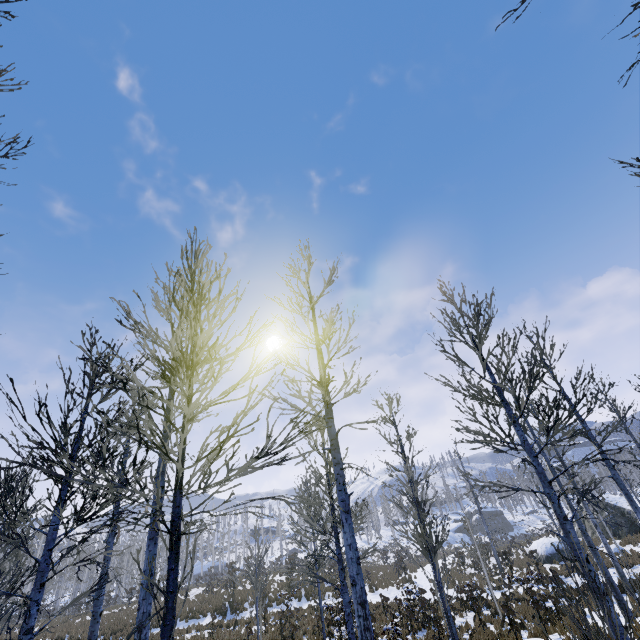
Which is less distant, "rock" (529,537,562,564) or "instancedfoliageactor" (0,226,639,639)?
"instancedfoliageactor" (0,226,639,639)

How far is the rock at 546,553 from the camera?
24.73m

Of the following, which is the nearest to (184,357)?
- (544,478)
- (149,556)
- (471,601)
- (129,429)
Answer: (129,429)

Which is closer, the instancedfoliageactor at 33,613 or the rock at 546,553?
the instancedfoliageactor at 33,613

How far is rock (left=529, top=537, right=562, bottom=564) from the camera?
24.73m
